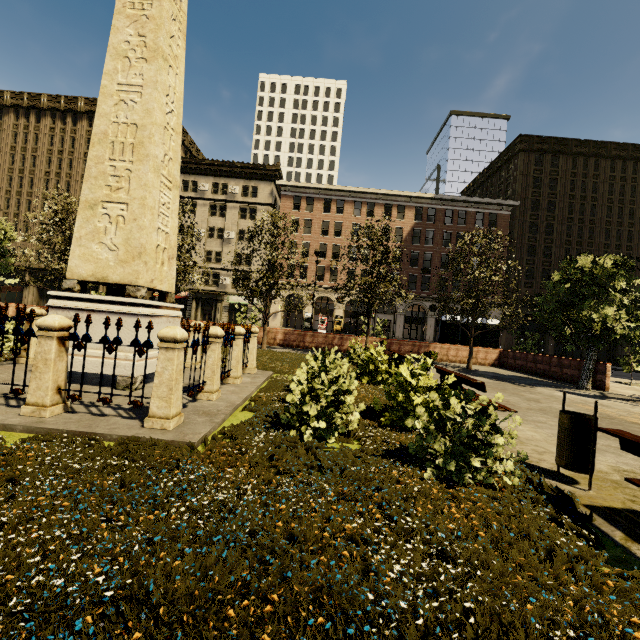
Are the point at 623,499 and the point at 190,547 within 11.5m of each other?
yes

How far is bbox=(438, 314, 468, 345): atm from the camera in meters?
22.4 m

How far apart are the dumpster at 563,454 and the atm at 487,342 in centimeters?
1973cm

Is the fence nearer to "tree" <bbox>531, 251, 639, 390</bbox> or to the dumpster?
"tree" <bbox>531, 251, 639, 390</bbox>

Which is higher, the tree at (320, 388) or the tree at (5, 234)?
the tree at (5, 234)

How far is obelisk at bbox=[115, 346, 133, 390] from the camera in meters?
6.2 m

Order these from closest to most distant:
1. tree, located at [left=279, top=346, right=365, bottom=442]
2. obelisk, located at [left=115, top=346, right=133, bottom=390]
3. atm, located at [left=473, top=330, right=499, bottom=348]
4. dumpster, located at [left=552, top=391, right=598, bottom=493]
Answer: dumpster, located at [left=552, top=391, right=598, bottom=493] → tree, located at [left=279, top=346, right=365, bottom=442] → obelisk, located at [left=115, top=346, right=133, bottom=390] → atm, located at [left=473, top=330, right=499, bottom=348]

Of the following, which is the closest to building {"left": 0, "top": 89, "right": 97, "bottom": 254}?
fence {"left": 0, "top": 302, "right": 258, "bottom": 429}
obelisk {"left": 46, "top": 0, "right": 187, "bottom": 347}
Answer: fence {"left": 0, "top": 302, "right": 258, "bottom": 429}
